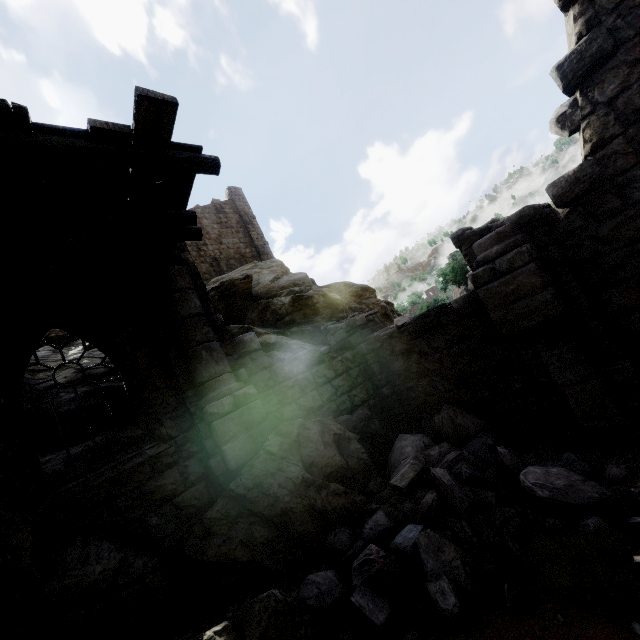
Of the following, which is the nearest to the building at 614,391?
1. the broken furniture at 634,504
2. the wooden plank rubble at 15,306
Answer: the wooden plank rubble at 15,306

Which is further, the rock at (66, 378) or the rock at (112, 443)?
the rock at (66, 378)

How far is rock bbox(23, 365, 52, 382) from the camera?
7.9m

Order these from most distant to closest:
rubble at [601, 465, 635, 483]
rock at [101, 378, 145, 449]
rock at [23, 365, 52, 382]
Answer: rock at [23, 365, 52, 382] < rock at [101, 378, 145, 449] < rubble at [601, 465, 635, 483]

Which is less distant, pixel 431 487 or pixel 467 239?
pixel 431 487

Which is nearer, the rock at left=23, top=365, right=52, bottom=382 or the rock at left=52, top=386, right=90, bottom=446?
the rock at left=52, top=386, right=90, bottom=446

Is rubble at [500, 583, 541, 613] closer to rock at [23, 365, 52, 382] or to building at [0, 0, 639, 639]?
building at [0, 0, 639, 639]
